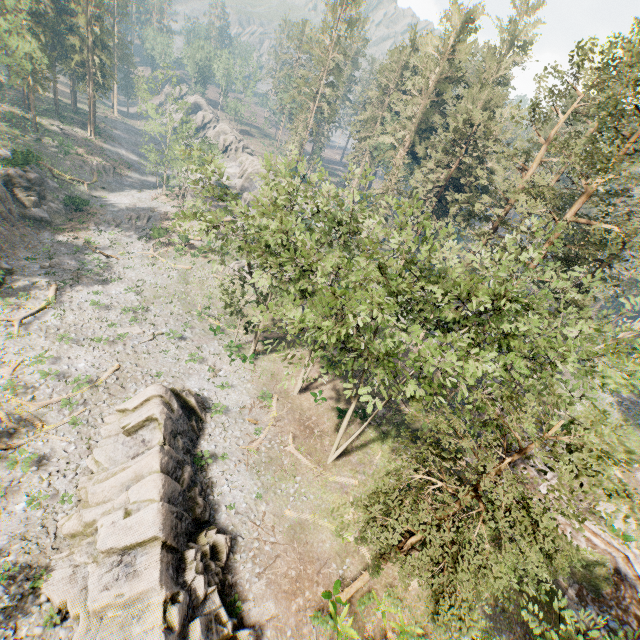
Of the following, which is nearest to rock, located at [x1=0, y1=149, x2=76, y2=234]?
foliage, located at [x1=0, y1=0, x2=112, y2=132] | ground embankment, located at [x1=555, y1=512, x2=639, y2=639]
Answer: foliage, located at [x1=0, y1=0, x2=112, y2=132]

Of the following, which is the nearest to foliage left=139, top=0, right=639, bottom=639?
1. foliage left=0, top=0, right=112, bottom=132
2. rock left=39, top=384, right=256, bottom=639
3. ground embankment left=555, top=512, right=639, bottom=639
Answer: foliage left=0, top=0, right=112, bottom=132

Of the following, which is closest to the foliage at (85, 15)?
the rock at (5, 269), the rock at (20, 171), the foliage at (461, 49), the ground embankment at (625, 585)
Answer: the ground embankment at (625, 585)

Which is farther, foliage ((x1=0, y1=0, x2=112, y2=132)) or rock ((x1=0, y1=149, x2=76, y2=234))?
rock ((x1=0, y1=149, x2=76, y2=234))

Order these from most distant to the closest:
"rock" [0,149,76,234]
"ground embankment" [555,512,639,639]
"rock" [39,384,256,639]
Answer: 1. "rock" [0,149,76,234]
2. "ground embankment" [555,512,639,639]
3. "rock" [39,384,256,639]

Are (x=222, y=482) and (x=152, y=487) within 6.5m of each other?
yes

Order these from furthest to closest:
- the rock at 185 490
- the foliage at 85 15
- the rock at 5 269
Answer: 1. the foliage at 85 15
2. the rock at 5 269
3. the rock at 185 490

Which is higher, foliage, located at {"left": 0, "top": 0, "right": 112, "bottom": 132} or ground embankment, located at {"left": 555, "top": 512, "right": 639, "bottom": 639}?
foliage, located at {"left": 0, "top": 0, "right": 112, "bottom": 132}
